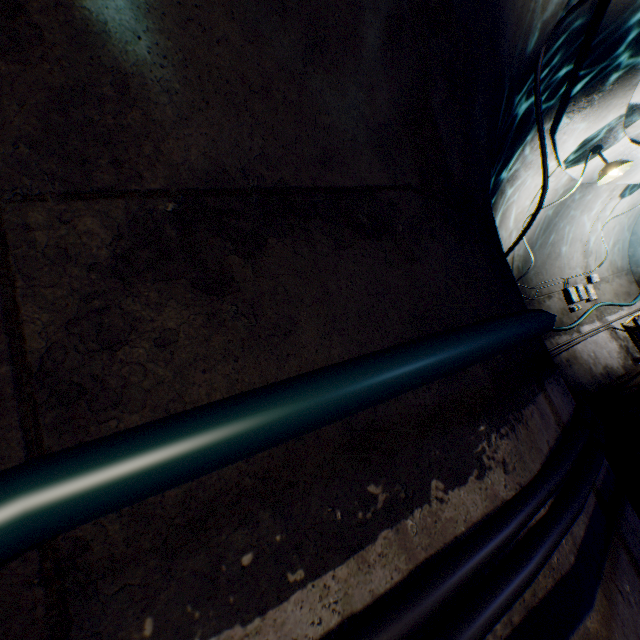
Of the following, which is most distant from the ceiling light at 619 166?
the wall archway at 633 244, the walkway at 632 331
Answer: the wall archway at 633 244

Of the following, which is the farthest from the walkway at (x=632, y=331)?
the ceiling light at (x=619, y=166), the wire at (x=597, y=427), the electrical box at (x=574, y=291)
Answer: the ceiling light at (x=619, y=166)

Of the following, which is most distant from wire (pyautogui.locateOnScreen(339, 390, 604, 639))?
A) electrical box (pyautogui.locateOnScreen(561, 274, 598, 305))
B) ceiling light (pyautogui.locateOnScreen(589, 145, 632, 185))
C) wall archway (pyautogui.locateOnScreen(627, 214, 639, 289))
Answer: ceiling light (pyautogui.locateOnScreen(589, 145, 632, 185))

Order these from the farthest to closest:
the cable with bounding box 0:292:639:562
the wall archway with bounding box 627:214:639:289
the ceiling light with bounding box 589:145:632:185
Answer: the wall archway with bounding box 627:214:639:289 → the ceiling light with bounding box 589:145:632:185 → the cable with bounding box 0:292:639:562

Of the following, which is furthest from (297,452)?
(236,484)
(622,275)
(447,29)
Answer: (622,275)

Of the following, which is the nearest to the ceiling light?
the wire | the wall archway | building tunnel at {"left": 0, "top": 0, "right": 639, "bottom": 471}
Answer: building tunnel at {"left": 0, "top": 0, "right": 639, "bottom": 471}

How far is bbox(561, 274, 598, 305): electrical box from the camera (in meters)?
7.49

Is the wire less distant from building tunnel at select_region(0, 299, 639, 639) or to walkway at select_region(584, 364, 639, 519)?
building tunnel at select_region(0, 299, 639, 639)
